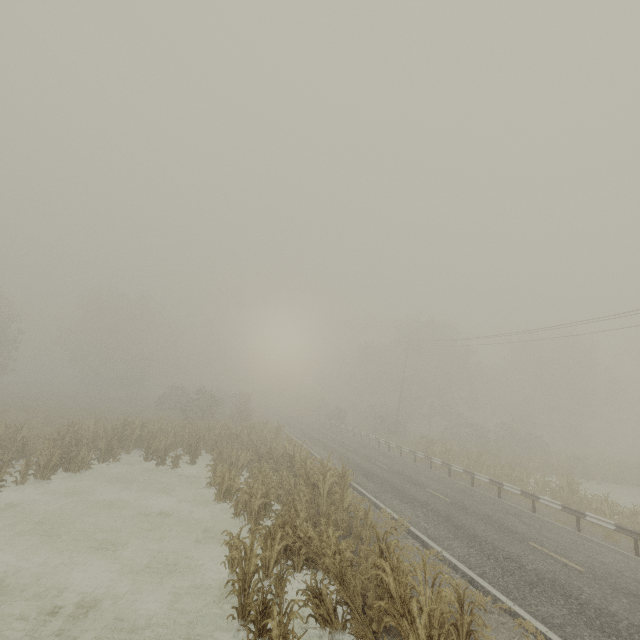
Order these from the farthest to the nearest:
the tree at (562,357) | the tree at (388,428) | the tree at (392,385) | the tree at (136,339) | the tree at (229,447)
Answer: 1. the tree at (136,339)
2. the tree at (392,385)
3. the tree at (388,428)
4. the tree at (562,357)
5. the tree at (229,447)

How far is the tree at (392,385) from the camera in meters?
46.4

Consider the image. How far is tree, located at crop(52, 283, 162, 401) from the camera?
47.3m

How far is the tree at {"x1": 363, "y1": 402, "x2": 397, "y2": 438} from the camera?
39.5 meters

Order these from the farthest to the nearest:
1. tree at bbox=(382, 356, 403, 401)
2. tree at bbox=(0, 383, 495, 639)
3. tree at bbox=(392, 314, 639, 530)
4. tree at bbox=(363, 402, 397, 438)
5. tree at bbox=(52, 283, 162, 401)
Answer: tree at bbox=(52, 283, 162, 401)
tree at bbox=(382, 356, 403, 401)
tree at bbox=(363, 402, 397, 438)
tree at bbox=(392, 314, 639, 530)
tree at bbox=(0, 383, 495, 639)

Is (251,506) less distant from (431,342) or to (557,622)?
(557,622)

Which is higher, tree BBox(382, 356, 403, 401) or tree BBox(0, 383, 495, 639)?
tree BBox(382, 356, 403, 401)
